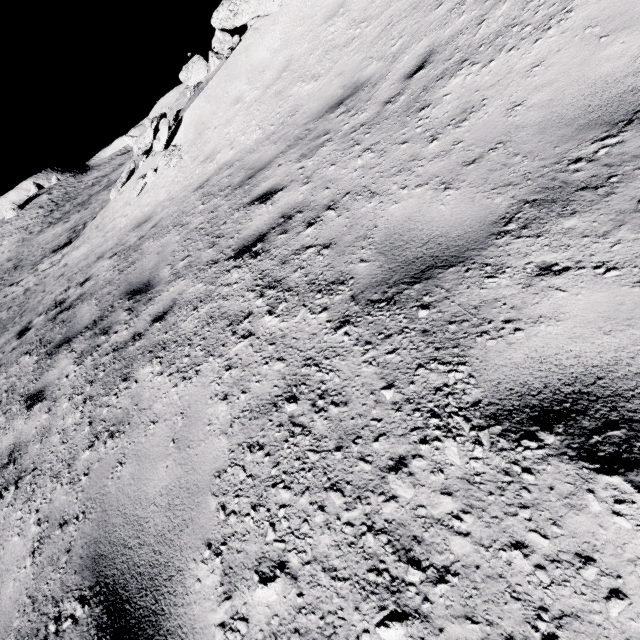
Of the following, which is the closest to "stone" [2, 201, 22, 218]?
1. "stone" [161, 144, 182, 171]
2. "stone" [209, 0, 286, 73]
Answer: "stone" [209, 0, 286, 73]

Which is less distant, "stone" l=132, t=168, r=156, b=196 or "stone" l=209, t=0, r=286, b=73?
Answer: "stone" l=209, t=0, r=286, b=73

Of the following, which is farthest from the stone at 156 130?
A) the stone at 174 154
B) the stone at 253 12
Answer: the stone at 174 154

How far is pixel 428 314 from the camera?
1.8 meters

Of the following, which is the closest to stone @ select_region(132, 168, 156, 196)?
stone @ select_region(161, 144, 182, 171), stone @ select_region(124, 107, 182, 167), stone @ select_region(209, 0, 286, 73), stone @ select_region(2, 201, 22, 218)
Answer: stone @ select_region(161, 144, 182, 171)

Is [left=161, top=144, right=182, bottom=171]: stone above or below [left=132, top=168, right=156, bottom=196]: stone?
above

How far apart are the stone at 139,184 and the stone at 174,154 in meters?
1.2

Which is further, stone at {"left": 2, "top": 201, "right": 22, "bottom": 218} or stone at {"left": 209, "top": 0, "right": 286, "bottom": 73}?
stone at {"left": 2, "top": 201, "right": 22, "bottom": 218}
